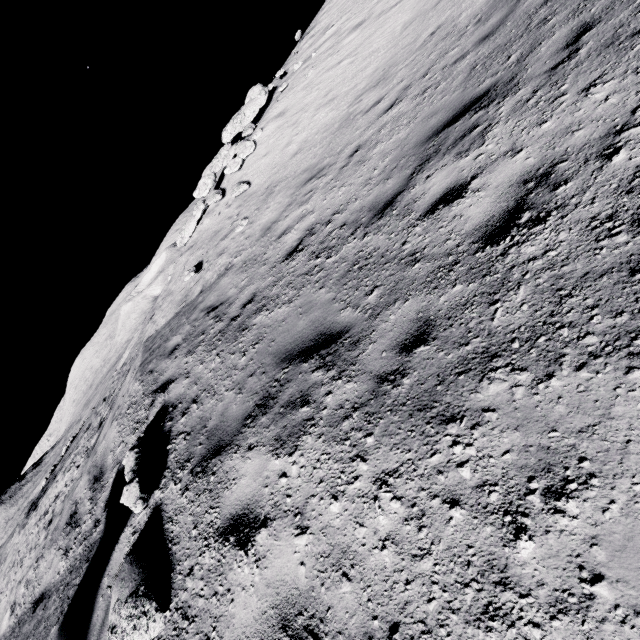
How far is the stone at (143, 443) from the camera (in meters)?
4.12

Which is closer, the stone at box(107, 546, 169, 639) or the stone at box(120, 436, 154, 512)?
the stone at box(107, 546, 169, 639)

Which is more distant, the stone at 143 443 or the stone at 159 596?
the stone at 143 443

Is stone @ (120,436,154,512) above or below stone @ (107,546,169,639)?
above

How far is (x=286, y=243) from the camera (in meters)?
6.86

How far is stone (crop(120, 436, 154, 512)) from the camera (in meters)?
4.12
